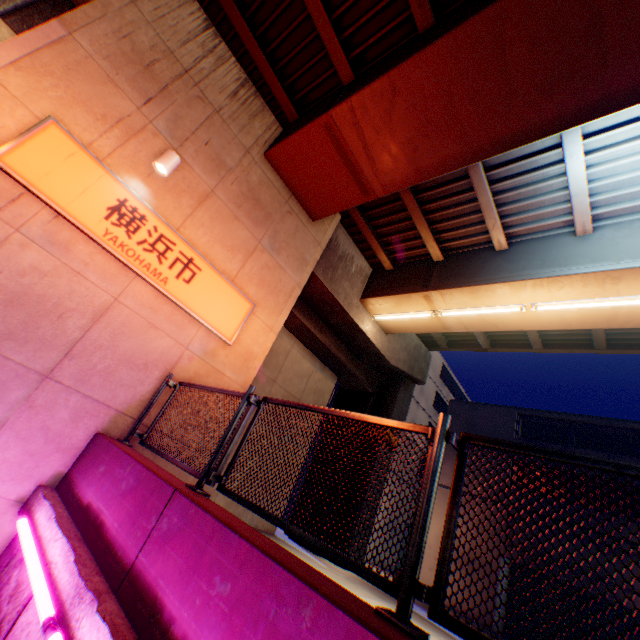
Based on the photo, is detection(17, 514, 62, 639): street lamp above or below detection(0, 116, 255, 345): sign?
below

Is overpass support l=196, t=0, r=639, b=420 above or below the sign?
above

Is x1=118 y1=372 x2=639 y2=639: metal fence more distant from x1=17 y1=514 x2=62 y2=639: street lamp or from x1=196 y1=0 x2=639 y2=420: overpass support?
x1=17 y1=514 x2=62 y2=639: street lamp

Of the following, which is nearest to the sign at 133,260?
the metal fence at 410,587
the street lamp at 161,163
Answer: the street lamp at 161,163

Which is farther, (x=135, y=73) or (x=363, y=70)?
(x=363, y=70)

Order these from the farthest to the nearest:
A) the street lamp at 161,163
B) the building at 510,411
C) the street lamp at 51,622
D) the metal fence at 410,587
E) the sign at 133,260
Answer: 1. the building at 510,411
2. the street lamp at 161,163
3. the sign at 133,260
4. the street lamp at 51,622
5. the metal fence at 410,587

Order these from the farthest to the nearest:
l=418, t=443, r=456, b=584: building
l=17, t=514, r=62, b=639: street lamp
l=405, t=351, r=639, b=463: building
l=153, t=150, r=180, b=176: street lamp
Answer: l=418, t=443, r=456, b=584: building → l=405, t=351, r=639, b=463: building → l=153, t=150, r=180, b=176: street lamp → l=17, t=514, r=62, b=639: street lamp

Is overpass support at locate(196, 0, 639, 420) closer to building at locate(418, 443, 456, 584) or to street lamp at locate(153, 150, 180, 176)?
street lamp at locate(153, 150, 180, 176)
